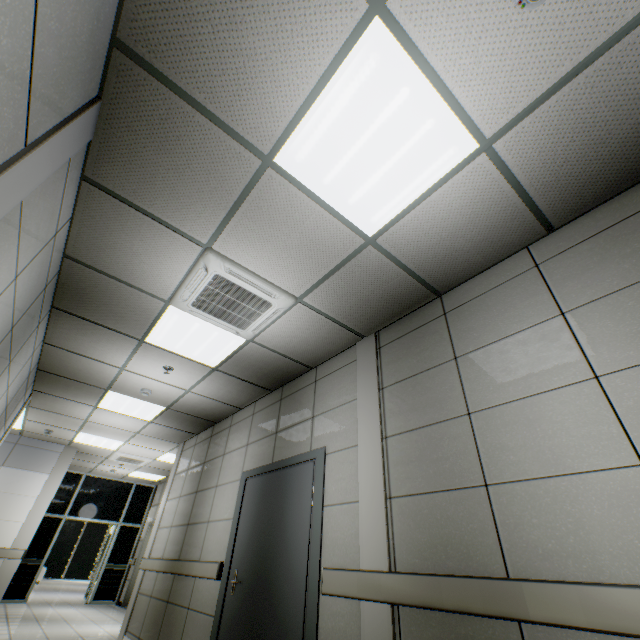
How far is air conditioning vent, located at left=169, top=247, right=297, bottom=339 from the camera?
2.9 meters

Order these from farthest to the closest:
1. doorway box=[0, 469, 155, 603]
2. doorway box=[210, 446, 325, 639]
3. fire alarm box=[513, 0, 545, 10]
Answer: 1. doorway box=[0, 469, 155, 603]
2. doorway box=[210, 446, 325, 639]
3. fire alarm box=[513, 0, 545, 10]

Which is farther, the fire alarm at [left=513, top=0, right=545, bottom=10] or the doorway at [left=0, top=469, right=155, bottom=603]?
the doorway at [left=0, top=469, right=155, bottom=603]

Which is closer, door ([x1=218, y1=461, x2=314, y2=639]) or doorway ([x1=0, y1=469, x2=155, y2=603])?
door ([x1=218, y1=461, x2=314, y2=639])

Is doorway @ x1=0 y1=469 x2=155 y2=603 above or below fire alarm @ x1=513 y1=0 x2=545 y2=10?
below

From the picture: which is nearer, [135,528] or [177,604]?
[177,604]

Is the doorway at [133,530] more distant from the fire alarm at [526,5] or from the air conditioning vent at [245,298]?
the fire alarm at [526,5]

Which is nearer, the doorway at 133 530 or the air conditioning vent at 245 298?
the air conditioning vent at 245 298
